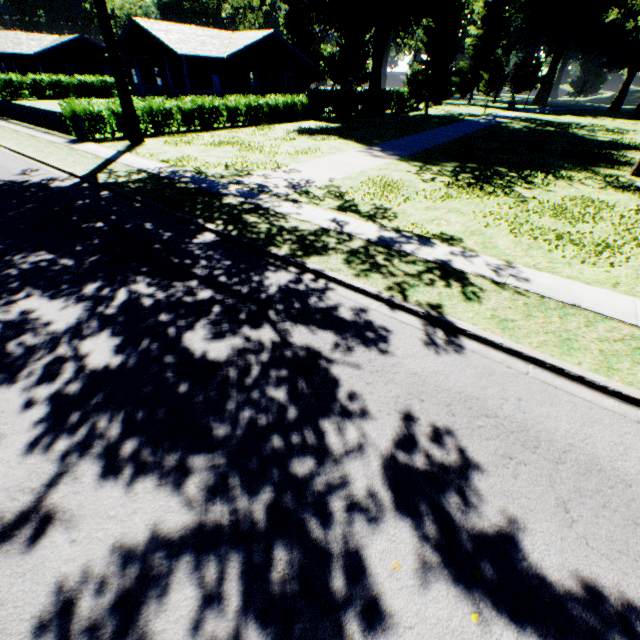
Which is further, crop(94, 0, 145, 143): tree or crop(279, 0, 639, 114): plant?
crop(279, 0, 639, 114): plant

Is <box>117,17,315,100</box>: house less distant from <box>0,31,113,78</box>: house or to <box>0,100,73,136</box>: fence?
<box>0,100,73,136</box>: fence

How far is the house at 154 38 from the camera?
26.8 meters

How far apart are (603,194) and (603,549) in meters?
15.3

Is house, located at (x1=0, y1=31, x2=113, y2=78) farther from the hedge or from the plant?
the hedge

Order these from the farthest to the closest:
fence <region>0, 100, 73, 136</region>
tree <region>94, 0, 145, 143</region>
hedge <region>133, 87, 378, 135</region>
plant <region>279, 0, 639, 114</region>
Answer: plant <region>279, 0, 639, 114</region>
hedge <region>133, 87, 378, 135</region>
fence <region>0, 100, 73, 136</region>
tree <region>94, 0, 145, 143</region>

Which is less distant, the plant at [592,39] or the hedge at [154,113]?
the hedge at [154,113]

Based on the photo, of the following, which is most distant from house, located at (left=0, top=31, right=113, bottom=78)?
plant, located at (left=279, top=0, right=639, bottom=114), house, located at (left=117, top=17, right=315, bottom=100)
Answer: plant, located at (left=279, top=0, right=639, bottom=114)
